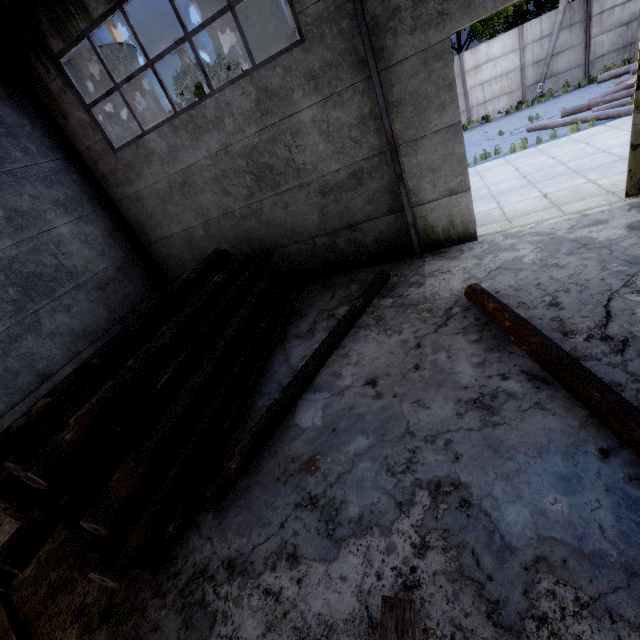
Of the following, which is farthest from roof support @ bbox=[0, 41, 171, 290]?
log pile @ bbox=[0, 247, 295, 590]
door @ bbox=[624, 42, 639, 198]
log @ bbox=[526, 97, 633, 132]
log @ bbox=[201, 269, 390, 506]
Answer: log @ bbox=[526, 97, 633, 132]

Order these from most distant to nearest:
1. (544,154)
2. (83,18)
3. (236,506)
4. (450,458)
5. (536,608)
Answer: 1. (544,154)
2. (83,18)
3. (236,506)
4. (450,458)
5. (536,608)

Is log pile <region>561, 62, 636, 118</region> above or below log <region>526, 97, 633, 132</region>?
above

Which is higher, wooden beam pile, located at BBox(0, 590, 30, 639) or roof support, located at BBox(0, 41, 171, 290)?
roof support, located at BBox(0, 41, 171, 290)

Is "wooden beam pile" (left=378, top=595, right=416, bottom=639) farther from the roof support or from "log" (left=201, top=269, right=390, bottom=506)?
the roof support

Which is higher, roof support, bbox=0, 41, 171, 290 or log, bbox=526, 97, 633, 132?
roof support, bbox=0, 41, 171, 290

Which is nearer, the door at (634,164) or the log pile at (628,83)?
the door at (634,164)

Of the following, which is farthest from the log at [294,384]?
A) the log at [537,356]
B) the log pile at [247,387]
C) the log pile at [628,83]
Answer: the log pile at [628,83]
